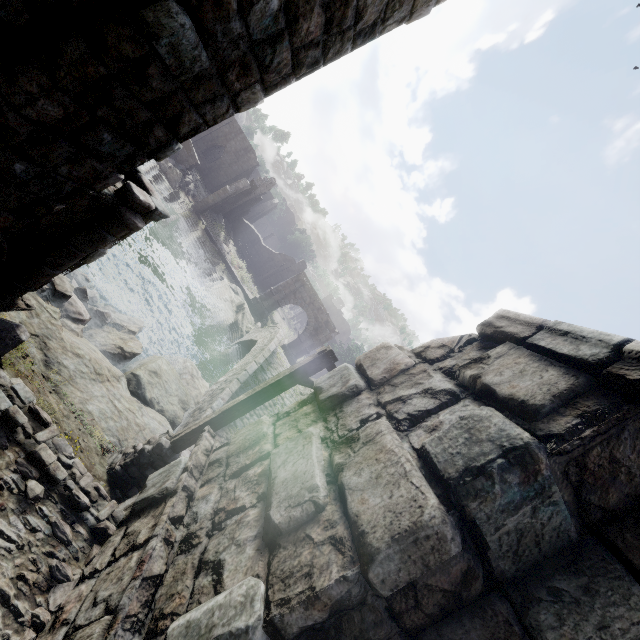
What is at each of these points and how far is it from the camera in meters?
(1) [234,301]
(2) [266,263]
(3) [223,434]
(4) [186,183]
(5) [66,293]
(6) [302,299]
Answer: (1) rock, 28.0 m
(2) building, 42.5 m
(3) bridge, 12.2 m
(4) rubble, 29.9 m
(5) rubble, 8.6 m
(6) stone arch, 32.8 m

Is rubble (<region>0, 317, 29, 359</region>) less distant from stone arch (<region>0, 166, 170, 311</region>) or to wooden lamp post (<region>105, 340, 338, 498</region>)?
stone arch (<region>0, 166, 170, 311</region>)

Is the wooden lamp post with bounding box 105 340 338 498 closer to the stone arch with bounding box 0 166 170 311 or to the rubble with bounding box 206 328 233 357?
the stone arch with bounding box 0 166 170 311

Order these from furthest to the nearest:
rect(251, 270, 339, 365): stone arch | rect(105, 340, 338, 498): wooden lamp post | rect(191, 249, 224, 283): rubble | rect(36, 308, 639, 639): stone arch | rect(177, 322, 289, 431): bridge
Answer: rect(251, 270, 339, 365): stone arch < rect(191, 249, 224, 283): rubble < rect(177, 322, 289, 431): bridge < rect(105, 340, 338, 498): wooden lamp post < rect(36, 308, 639, 639): stone arch

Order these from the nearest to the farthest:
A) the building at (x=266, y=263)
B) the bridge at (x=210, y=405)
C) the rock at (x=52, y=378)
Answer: the rock at (x=52, y=378)
the bridge at (x=210, y=405)
the building at (x=266, y=263)

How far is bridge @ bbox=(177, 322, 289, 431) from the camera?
11.9m

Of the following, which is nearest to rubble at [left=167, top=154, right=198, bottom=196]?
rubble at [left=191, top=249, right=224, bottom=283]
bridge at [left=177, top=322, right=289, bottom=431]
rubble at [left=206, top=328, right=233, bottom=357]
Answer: rubble at [left=191, top=249, right=224, bottom=283]

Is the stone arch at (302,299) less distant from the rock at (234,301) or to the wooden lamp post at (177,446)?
the wooden lamp post at (177,446)
